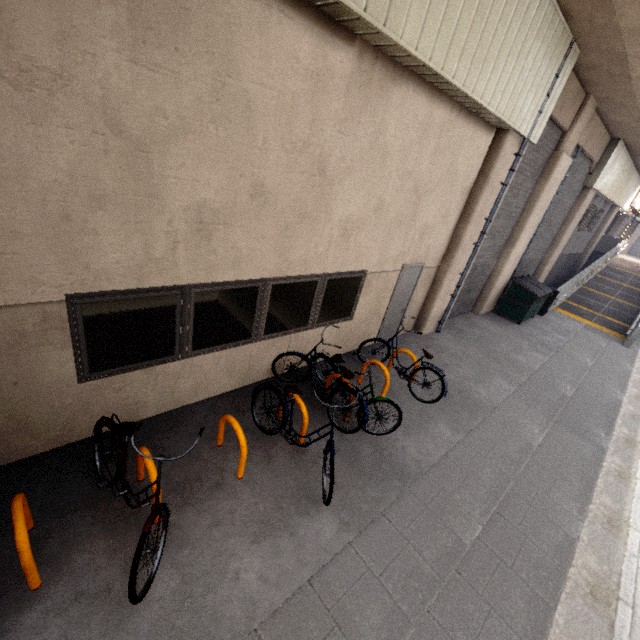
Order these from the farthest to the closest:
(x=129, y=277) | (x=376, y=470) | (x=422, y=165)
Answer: (x=422, y=165) → (x=376, y=470) → (x=129, y=277)

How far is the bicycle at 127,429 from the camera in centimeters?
269cm

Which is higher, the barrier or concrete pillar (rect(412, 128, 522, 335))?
concrete pillar (rect(412, 128, 522, 335))

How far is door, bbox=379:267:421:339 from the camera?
7.5m

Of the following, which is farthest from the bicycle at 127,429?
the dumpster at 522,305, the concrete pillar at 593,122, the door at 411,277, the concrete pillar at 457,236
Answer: the dumpster at 522,305

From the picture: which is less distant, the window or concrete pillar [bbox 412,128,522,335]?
the window

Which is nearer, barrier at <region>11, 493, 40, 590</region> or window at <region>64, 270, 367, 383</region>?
barrier at <region>11, 493, 40, 590</region>

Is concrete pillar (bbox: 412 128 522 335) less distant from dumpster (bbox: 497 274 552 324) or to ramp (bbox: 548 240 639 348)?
dumpster (bbox: 497 274 552 324)
